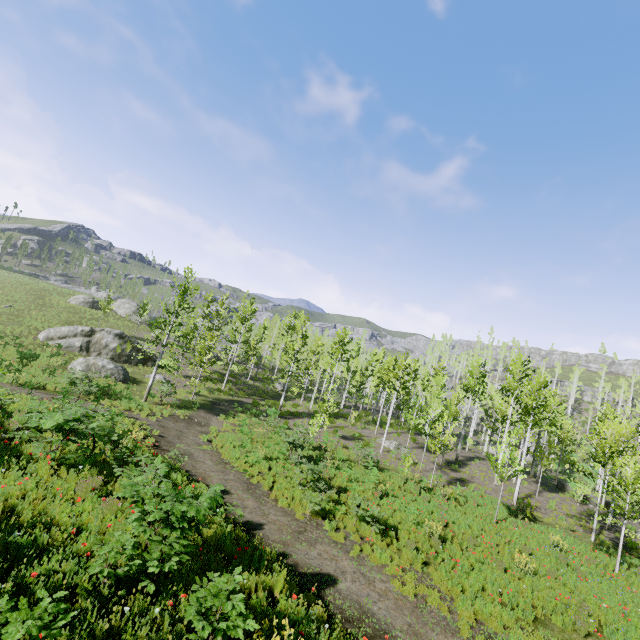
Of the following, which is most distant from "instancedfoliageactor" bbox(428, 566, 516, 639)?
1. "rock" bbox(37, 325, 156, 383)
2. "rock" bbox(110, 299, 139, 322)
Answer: "rock" bbox(110, 299, 139, 322)

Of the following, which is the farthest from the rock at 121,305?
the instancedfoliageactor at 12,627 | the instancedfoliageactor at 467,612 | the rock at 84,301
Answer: the instancedfoliageactor at 467,612

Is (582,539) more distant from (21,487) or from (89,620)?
(21,487)

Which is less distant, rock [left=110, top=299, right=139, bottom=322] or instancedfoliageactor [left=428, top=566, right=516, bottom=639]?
instancedfoliageactor [left=428, top=566, right=516, bottom=639]

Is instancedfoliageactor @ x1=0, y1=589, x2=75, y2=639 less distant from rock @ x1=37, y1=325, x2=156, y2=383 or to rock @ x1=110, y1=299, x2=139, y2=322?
rock @ x1=37, y1=325, x2=156, y2=383

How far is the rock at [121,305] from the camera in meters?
49.6 m

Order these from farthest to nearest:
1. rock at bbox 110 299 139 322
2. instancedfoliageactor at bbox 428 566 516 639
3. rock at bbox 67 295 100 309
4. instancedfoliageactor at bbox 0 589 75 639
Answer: rock at bbox 110 299 139 322 → rock at bbox 67 295 100 309 → instancedfoliageactor at bbox 428 566 516 639 → instancedfoliageactor at bbox 0 589 75 639

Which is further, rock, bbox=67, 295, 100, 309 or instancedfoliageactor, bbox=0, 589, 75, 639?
rock, bbox=67, 295, 100, 309
